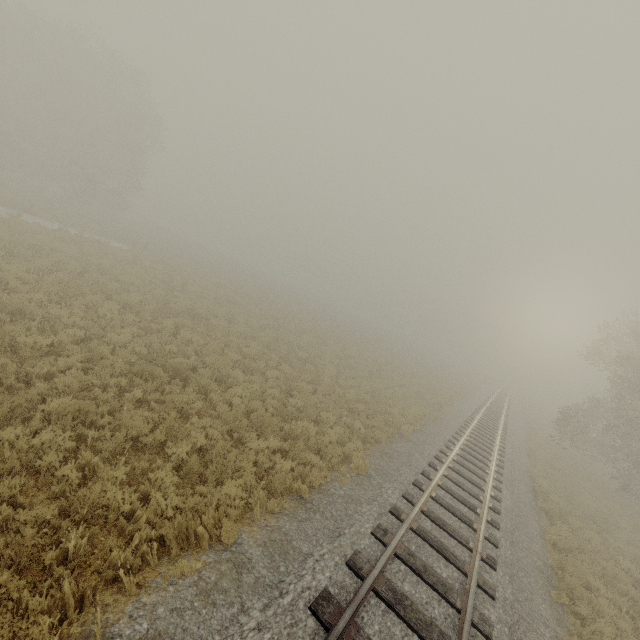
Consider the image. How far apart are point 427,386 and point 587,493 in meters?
12.6
